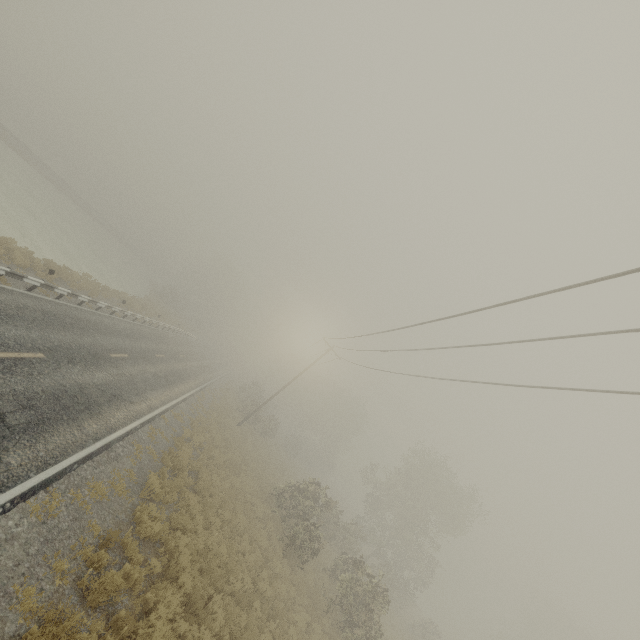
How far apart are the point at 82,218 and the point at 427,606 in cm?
8797
